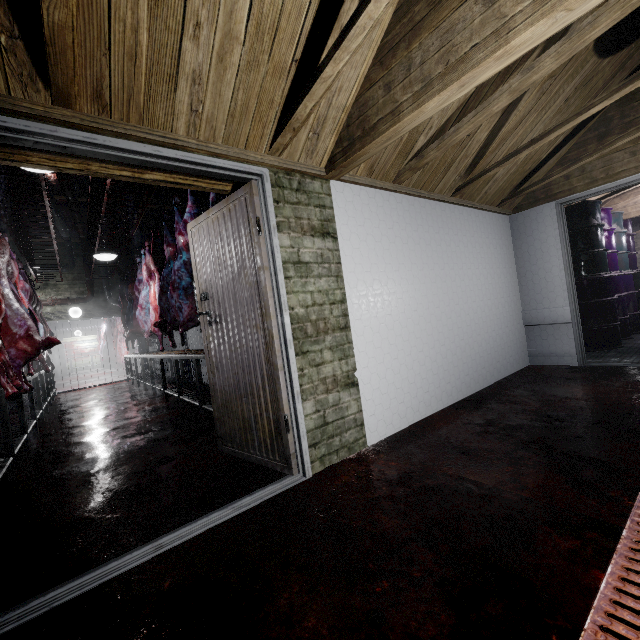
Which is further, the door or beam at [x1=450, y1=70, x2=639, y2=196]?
beam at [x1=450, y1=70, x2=639, y2=196]

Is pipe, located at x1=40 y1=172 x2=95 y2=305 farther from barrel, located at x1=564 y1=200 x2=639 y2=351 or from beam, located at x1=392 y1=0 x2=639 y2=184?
barrel, located at x1=564 y1=200 x2=639 y2=351

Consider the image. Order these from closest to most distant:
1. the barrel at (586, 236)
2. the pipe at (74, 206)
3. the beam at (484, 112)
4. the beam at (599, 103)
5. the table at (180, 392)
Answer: the beam at (484, 112) < the beam at (599, 103) < the table at (180, 392) < the barrel at (586, 236) < the pipe at (74, 206)

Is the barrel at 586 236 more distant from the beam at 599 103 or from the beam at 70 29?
the beam at 70 29

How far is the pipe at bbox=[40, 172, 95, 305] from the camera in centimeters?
582cm

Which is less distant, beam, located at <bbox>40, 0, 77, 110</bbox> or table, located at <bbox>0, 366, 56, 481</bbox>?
beam, located at <bbox>40, 0, 77, 110</bbox>

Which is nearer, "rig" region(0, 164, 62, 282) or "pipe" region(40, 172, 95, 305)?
"rig" region(0, 164, 62, 282)

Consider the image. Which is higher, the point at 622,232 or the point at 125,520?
the point at 622,232
